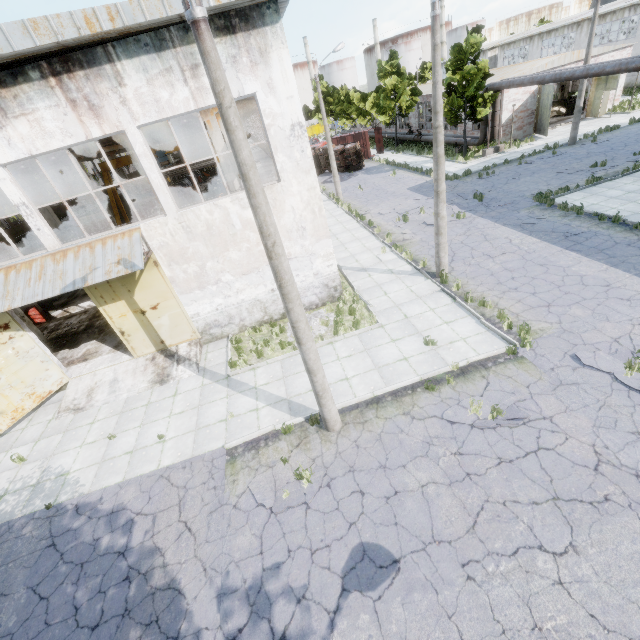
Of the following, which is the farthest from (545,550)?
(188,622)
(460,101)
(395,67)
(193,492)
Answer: (395,67)

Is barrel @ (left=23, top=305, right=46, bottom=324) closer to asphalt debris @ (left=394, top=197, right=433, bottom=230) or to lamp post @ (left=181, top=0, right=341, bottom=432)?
lamp post @ (left=181, top=0, right=341, bottom=432)

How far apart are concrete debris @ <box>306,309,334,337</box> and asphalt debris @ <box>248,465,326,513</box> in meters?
4.1

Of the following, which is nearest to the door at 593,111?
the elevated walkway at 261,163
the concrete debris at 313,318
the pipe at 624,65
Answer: the pipe at 624,65

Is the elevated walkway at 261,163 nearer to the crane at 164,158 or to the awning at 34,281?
the awning at 34,281

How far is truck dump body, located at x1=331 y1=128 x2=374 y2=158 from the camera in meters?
39.6

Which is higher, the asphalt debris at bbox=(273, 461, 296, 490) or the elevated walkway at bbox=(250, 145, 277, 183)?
the elevated walkway at bbox=(250, 145, 277, 183)

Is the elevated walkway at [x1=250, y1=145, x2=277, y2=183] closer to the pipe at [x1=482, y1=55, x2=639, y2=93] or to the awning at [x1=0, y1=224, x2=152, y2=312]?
the awning at [x1=0, y1=224, x2=152, y2=312]
